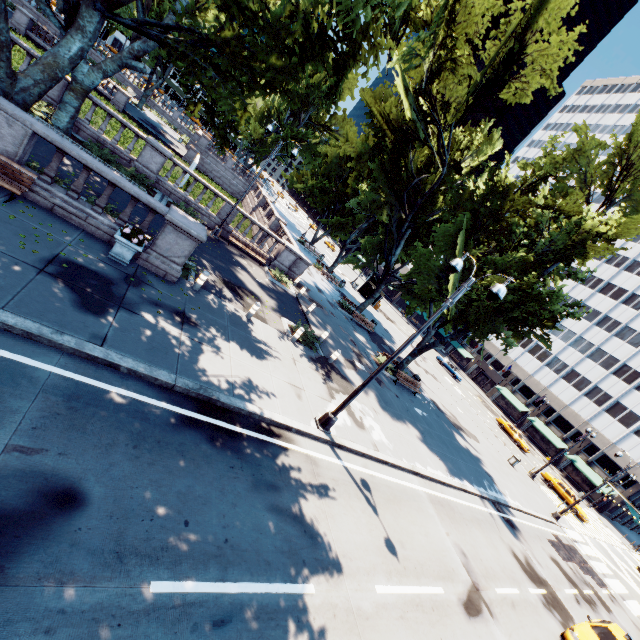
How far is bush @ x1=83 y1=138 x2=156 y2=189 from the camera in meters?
16.2

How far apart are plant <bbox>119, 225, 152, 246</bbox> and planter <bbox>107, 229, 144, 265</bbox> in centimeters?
1cm

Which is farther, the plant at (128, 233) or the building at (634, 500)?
the building at (634, 500)

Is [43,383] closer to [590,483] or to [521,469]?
[521,469]

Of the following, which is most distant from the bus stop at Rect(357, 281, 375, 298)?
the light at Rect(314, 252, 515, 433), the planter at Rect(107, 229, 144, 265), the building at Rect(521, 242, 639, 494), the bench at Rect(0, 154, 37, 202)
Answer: the bench at Rect(0, 154, 37, 202)

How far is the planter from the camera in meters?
10.0 m

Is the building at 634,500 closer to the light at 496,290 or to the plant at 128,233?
the light at 496,290

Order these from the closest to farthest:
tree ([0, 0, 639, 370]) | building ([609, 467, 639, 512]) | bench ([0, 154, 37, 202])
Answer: bench ([0, 154, 37, 202]), tree ([0, 0, 639, 370]), building ([609, 467, 639, 512])
